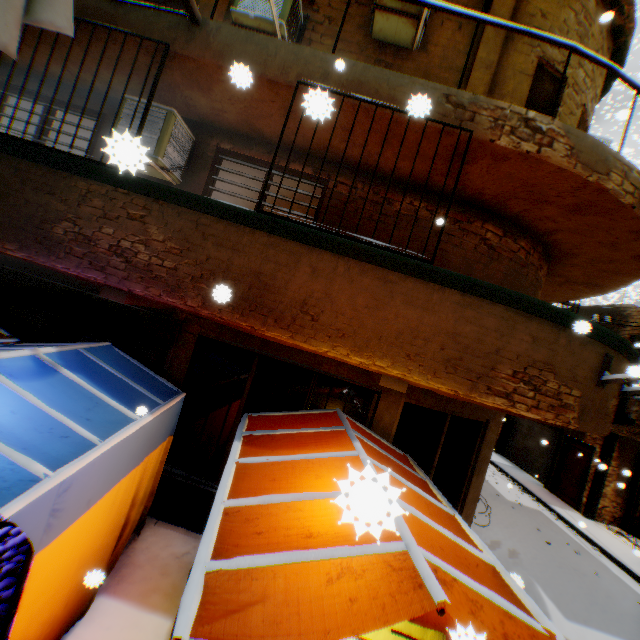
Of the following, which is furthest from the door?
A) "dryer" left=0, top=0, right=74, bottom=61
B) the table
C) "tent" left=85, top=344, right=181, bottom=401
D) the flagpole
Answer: "dryer" left=0, top=0, right=74, bottom=61

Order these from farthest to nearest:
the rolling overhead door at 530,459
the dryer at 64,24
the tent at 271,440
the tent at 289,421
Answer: the rolling overhead door at 530,459
the tent at 289,421
the tent at 271,440
the dryer at 64,24

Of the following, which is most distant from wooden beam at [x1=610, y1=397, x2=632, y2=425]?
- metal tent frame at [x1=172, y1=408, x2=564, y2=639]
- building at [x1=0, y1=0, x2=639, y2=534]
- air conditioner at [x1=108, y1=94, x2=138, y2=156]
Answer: metal tent frame at [x1=172, y1=408, x2=564, y2=639]

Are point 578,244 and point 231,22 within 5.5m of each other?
no

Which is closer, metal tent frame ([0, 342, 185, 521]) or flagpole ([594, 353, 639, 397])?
metal tent frame ([0, 342, 185, 521])

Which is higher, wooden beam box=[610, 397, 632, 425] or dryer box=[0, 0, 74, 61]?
dryer box=[0, 0, 74, 61]

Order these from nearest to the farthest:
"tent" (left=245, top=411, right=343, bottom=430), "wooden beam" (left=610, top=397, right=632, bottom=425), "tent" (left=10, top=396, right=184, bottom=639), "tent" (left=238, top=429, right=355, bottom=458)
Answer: "tent" (left=10, top=396, right=184, bottom=639), "tent" (left=238, top=429, right=355, bottom=458), "tent" (left=245, top=411, right=343, bottom=430), "wooden beam" (left=610, top=397, right=632, bottom=425)

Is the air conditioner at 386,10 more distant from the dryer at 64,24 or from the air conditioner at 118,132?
the air conditioner at 118,132
